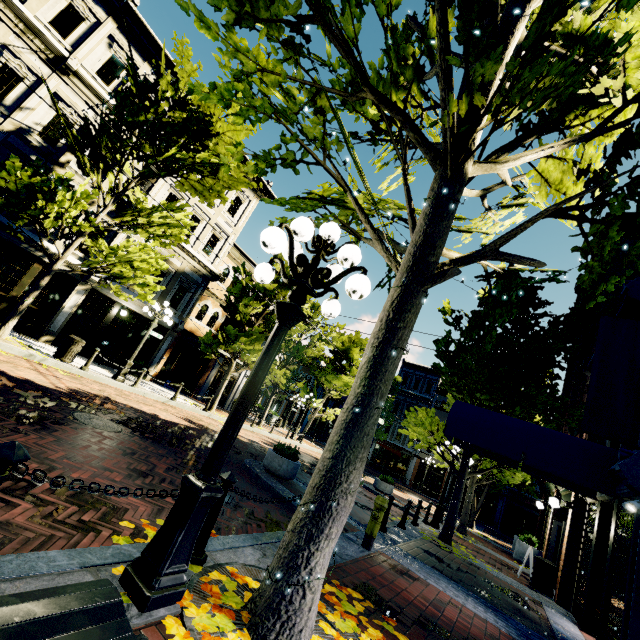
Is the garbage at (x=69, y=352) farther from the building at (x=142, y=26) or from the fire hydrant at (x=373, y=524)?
the fire hydrant at (x=373, y=524)

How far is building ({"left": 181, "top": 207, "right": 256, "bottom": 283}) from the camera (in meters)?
18.33

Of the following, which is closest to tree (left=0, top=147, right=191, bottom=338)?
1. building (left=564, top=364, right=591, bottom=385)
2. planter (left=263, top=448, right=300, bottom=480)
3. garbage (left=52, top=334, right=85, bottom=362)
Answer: building (left=564, top=364, right=591, bottom=385)

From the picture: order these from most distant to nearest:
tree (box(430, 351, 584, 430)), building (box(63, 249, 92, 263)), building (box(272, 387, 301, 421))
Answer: building (box(272, 387, 301, 421)) → building (box(63, 249, 92, 263)) → tree (box(430, 351, 584, 430))

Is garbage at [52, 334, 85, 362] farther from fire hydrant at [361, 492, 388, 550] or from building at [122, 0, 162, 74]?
fire hydrant at [361, 492, 388, 550]

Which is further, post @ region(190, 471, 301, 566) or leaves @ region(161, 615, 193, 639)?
post @ region(190, 471, 301, 566)

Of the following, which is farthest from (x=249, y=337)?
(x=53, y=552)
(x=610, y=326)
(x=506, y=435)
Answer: (x=53, y=552)

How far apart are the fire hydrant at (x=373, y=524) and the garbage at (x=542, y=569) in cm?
739
